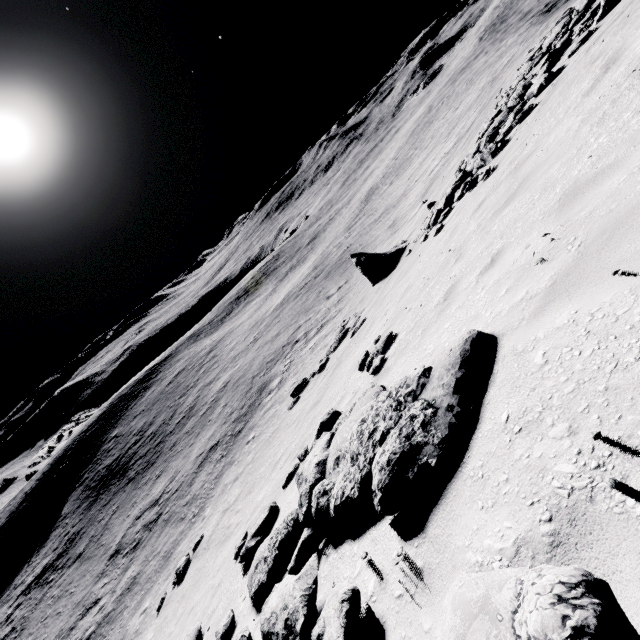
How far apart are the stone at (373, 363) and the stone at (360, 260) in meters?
10.3

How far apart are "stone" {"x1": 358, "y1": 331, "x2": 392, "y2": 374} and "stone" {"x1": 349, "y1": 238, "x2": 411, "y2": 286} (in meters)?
10.33

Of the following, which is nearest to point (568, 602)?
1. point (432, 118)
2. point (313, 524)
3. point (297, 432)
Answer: point (313, 524)

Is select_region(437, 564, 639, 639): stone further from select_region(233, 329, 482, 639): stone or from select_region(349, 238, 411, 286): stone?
select_region(349, 238, 411, 286): stone

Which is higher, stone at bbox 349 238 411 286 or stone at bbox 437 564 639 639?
stone at bbox 437 564 639 639

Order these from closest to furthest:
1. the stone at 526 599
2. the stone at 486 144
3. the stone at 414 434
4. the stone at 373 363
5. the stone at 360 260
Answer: the stone at 526 599
the stone at 414 434
the stone at 373 363
the stone at 486 144
the stone at 360 260

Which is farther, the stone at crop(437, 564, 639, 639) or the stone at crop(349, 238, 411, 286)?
the stone at crop(349, 238, 411, 286)

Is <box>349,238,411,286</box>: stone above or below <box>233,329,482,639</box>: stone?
below
